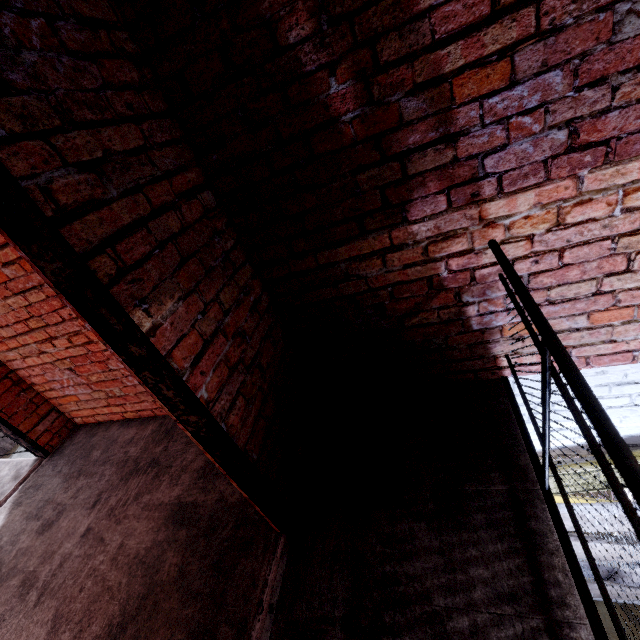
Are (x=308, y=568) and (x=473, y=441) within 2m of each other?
yes
